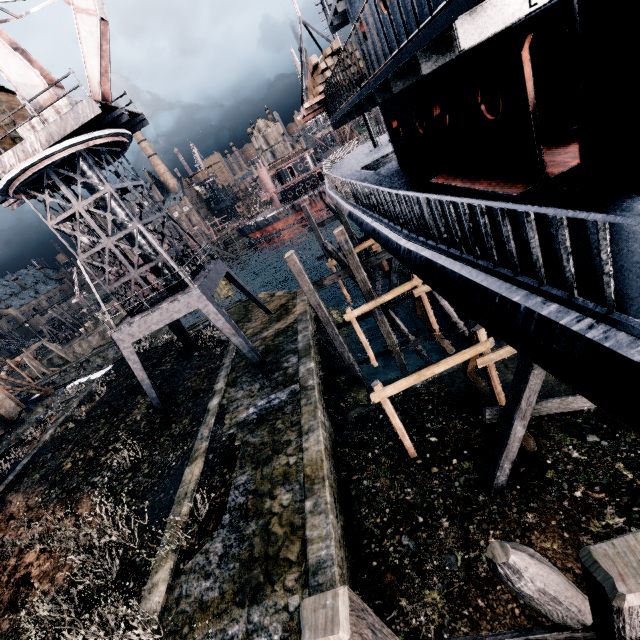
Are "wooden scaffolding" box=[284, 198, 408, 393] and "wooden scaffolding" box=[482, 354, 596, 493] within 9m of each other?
no

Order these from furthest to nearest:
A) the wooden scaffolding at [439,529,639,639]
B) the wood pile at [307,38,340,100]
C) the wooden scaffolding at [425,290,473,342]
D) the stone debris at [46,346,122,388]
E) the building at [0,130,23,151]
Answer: the stone debris at [46,346,122,388] < the wooden scaffolding at [425,290,473,342] < the building at [0,130,23,151] < the wood pile at [307,38,340,100] < the wooden scaffolding at [439,529,639,639]

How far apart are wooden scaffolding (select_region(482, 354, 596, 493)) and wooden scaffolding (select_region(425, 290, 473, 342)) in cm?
783

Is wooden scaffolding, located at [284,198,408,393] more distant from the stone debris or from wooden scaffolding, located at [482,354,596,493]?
the stone debris

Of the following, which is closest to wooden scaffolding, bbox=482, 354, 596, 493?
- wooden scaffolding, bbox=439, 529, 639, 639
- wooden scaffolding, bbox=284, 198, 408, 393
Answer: wooden scaffolding, bbox=439, 529, 639, 639

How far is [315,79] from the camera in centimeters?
1389cm

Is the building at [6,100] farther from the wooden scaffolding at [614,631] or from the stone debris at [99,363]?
the wooden scaffolding at [614,631]

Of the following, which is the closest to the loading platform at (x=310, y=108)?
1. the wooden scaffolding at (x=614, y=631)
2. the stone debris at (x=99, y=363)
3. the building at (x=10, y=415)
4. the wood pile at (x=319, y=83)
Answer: the wood pile at (x=319, y=83)
